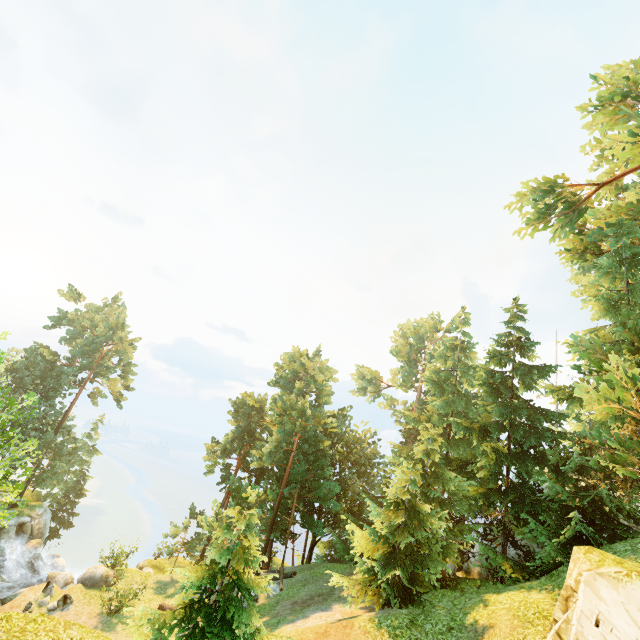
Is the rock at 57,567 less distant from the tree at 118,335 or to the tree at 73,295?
the tree at 118,335

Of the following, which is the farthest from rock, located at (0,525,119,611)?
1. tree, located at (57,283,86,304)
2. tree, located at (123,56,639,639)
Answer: tree, located at (57,283,86,304)

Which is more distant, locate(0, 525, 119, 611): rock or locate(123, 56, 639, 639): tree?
locate(0, 525, 119, 611): rock

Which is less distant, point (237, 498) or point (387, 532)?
point (387, 532)

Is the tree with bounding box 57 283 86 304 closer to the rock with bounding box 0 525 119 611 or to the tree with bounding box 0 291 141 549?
the tree with bounding box 0 291 141 549

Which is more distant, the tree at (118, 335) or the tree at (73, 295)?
the tree at (73, 295)

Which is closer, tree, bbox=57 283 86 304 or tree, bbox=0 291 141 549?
tree, bbox=0 291 141 549
